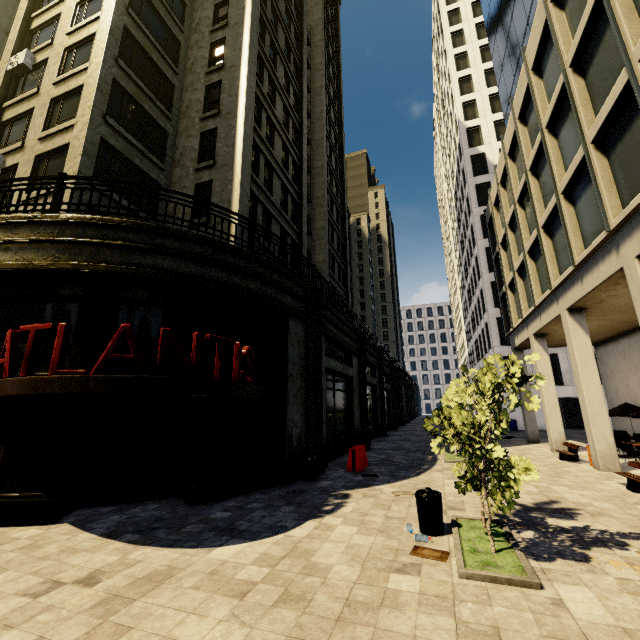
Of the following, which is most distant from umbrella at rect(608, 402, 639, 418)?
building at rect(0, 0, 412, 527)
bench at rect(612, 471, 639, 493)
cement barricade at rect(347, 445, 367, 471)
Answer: cement barricade at rect(347, 445, 367, 471)

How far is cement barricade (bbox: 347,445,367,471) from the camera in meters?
11.8 m

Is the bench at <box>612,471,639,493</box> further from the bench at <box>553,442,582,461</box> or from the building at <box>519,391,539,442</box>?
the bench at <box>553,442,582,461</box>

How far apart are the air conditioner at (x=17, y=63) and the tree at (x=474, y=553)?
23.9 meters

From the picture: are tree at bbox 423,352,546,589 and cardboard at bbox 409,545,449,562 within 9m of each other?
yes

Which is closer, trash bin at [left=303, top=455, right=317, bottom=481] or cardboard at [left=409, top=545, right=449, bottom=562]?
cardboard at [left=409, top=545, right=449, bottom=562]

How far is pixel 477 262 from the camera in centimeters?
3725cm

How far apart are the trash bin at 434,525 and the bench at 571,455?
11.0 meters
